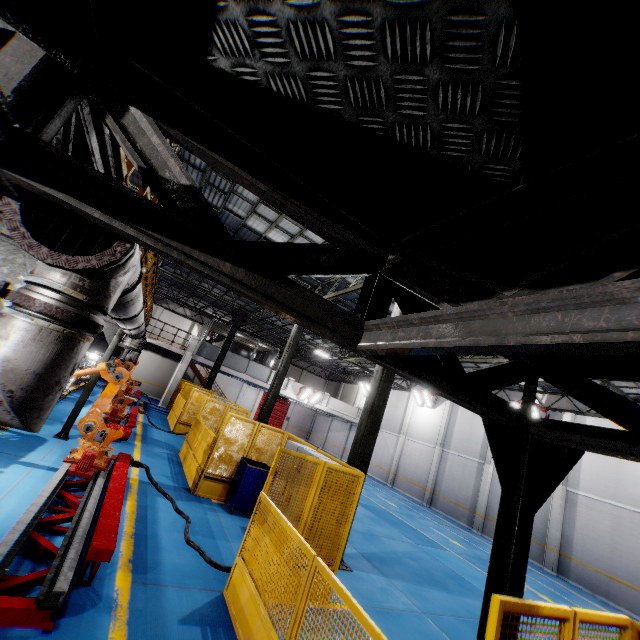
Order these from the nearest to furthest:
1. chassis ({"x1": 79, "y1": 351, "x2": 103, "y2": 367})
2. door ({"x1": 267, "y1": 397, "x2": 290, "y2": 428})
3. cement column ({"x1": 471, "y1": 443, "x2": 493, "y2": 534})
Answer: chassis ({"x1": 79, "y1": 351, "x2": 103, "y2": 367}) < cement column ({"x1": 471, "y1": 443, "x2": 493, "y2": 534}) < door ({"x1": 267, "y1": 397, "x2": 290, "y2": 428})

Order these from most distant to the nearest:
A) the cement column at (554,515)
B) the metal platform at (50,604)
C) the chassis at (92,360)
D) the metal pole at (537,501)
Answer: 1. the cement column at (554,515)
2. the chassis at (92,360)
3. the metal platform at (50,604)
4. the metal pole at (537,501)

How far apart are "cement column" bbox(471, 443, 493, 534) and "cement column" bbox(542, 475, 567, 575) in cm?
333

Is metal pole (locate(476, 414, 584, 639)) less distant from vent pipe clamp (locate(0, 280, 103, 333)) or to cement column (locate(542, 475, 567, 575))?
vent pipe clamp (locate(0, 280, 103, 333))

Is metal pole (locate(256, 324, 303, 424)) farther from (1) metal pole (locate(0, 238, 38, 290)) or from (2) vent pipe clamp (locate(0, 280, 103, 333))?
(2) vent pipe clamp (locate(0, 280, 103, 333))

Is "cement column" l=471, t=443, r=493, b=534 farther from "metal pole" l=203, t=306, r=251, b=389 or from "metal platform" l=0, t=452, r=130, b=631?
"metal platform" l=0, t=452, r=130, b=631

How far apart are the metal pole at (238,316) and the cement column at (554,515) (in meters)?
19.97

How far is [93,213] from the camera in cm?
144
